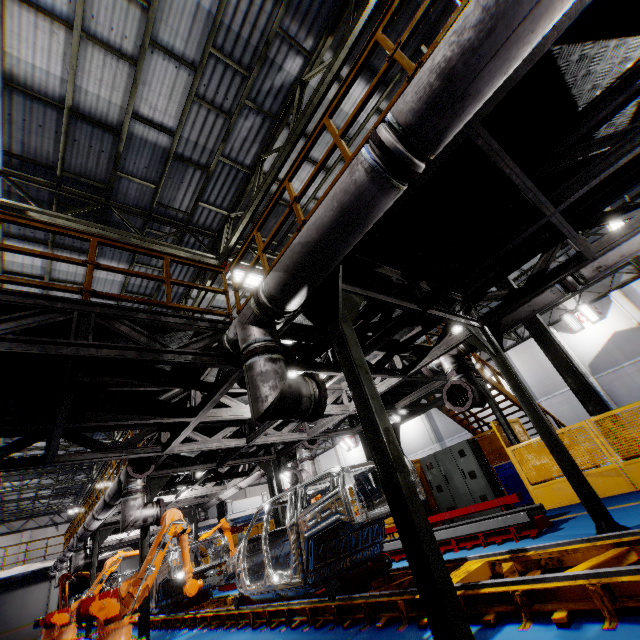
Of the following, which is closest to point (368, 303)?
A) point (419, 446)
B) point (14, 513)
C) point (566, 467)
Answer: point (566, 467)

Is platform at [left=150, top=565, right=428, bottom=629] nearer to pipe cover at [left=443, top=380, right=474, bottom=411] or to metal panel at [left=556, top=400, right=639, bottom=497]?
pipe cover at [left=443, top=380, right=474, bottom=411]

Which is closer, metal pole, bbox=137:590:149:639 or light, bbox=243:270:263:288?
metal pole, bbox=137:590:149:639

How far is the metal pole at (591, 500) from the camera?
Answer: 4.43m

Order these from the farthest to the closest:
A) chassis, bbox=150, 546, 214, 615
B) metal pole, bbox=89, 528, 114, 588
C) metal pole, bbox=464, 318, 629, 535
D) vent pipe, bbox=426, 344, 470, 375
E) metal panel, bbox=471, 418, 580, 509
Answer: metal pole, bbox=89, 528, 114, 588, chassis, bbox=150, 546, 214, 615, metal panel, bbox=471, 418, 580, 509, vent pipe, bbox=426, 344, 470, 375, metal pole, bbox=464, 318, 629, 535

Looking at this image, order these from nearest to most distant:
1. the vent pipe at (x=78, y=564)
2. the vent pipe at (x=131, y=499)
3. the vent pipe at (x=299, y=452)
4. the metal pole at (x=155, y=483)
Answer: the vent pipe at (x=131, y=499)
the metal pole at (x=155, y=483)
the vent pipe at (x=299, y=452)
the vent pipe at (x=78, y=564)

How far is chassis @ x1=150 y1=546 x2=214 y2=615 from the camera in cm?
923

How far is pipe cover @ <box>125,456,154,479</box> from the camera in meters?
7.3
